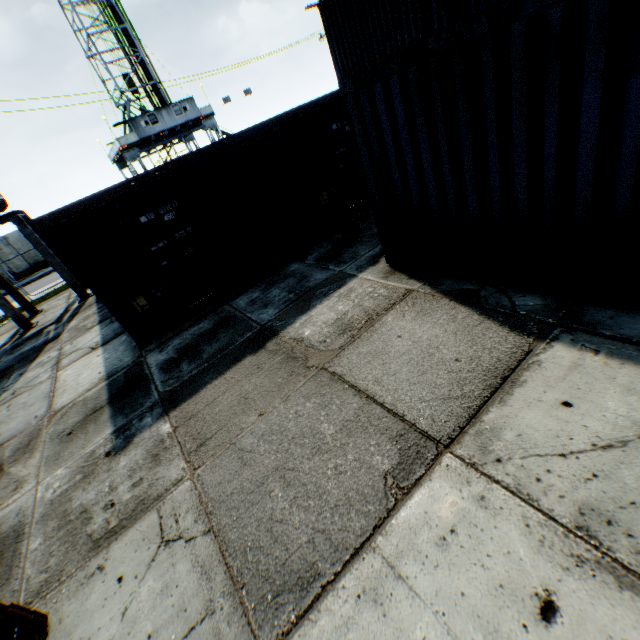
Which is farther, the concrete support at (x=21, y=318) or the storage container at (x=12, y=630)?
the concrete support at (x=21, y=318)

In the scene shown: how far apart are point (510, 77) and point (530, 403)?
3.16m

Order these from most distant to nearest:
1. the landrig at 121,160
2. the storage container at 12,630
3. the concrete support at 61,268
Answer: the landrig at 121,160 < the concrete support at 61,268 < the storage container at 12,630

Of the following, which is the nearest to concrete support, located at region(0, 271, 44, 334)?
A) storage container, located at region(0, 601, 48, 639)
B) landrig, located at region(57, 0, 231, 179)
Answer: storage container, located at region(0, 601, 48, 639)

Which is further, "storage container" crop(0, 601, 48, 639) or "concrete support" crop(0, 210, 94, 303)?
"concrete support" crop(0, 210, 94, 303)

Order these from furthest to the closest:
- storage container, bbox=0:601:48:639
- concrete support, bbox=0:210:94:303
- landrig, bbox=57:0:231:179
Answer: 1. landrig, bbox=57:0:231:179
2. concrete support, bbox=0:210:94:303
3. storage container, bbox=0:601:48:639

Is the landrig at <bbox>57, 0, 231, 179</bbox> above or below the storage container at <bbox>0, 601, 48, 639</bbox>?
above
